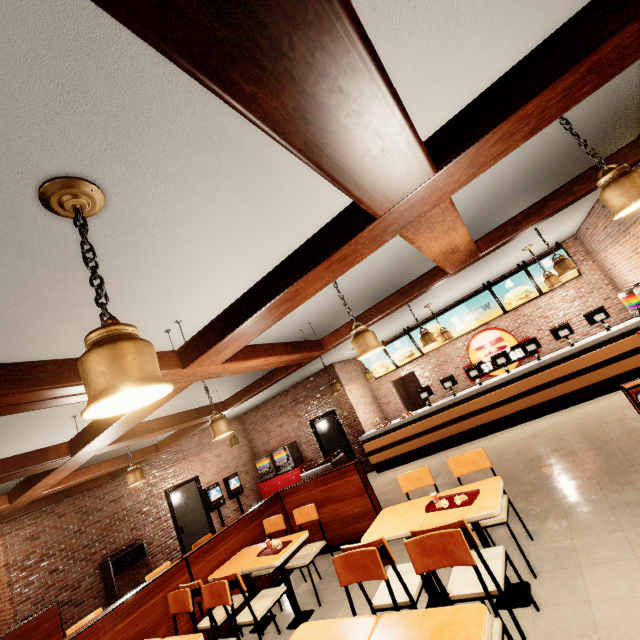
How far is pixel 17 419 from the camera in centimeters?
366cm
